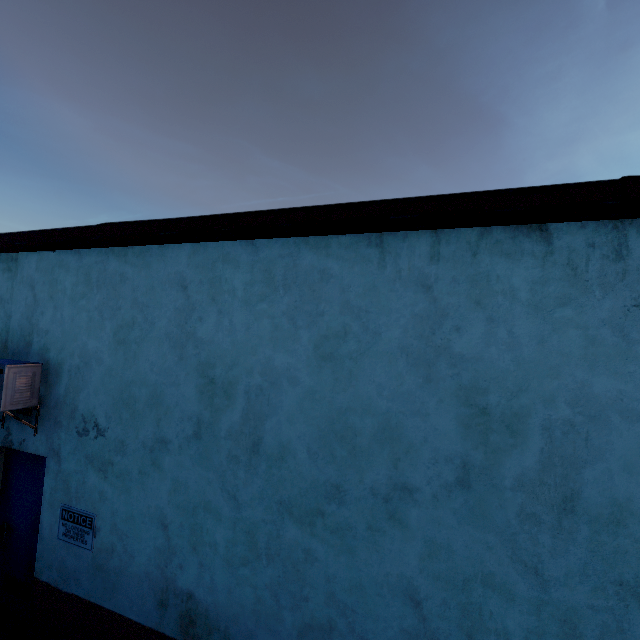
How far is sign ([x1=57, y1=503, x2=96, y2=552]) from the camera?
3.62m

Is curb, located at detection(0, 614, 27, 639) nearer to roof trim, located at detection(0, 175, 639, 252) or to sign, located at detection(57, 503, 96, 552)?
sign, located at detection(57, 503, 96, 552)

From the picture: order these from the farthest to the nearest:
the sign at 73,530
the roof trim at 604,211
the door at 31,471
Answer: the door at 31,471, the sign at 73,530, the roof trim at 604,211

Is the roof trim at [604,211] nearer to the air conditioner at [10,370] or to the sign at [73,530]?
the air conditioner at [10,370]

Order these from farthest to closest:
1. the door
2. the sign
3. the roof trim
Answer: the door → the sign → the roof trim

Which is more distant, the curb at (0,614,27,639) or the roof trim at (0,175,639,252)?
the curb at (0,614,27,639)

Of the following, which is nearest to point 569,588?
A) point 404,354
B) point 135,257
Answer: point 404,354

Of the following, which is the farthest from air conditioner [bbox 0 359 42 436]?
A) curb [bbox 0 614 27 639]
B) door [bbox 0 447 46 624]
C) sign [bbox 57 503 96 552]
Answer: curb [bbox 0 614 27 639]
